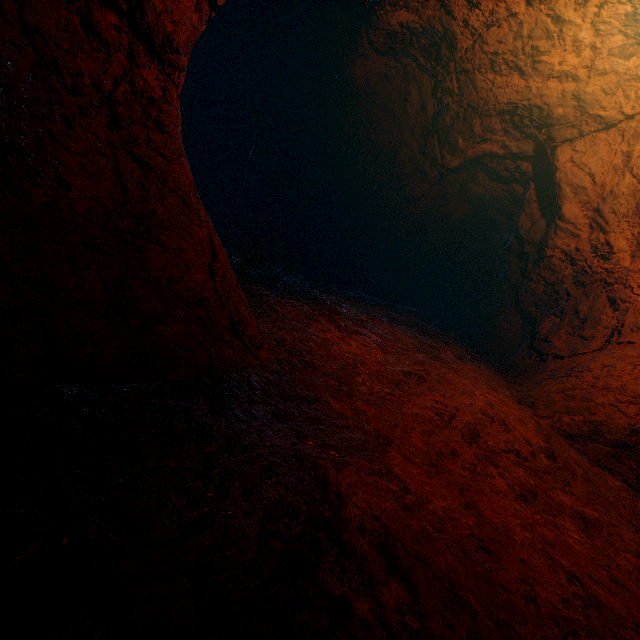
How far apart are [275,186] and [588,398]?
6.53m
